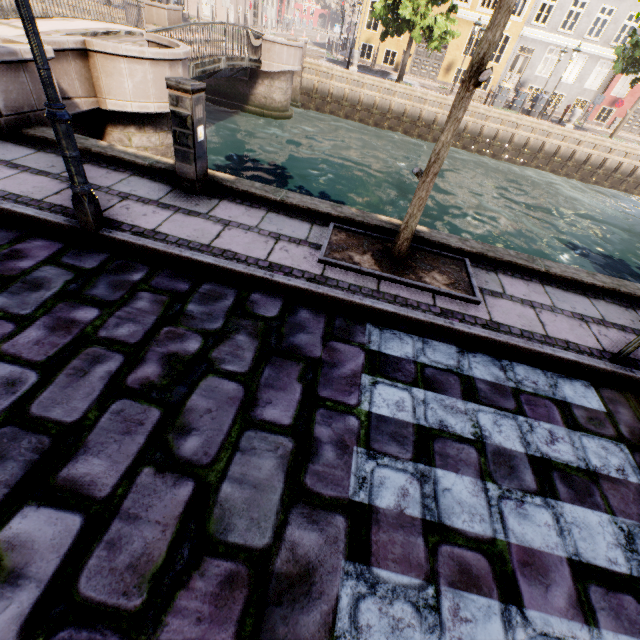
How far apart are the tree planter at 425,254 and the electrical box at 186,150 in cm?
187

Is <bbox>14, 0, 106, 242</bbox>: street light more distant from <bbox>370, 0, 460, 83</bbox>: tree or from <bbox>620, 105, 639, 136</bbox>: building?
<bbox>620, 105, 639, 136</bbox>: building

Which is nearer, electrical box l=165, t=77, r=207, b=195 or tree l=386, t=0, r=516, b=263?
tree l=386, t=0, r=516, b=263

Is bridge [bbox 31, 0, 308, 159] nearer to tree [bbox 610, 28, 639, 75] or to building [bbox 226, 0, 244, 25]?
tree [bbox 610, 28, 639, 75]

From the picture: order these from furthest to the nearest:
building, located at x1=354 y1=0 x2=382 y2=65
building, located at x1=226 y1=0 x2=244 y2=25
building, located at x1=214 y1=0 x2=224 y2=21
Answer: building, located at x1=226 y1=0 x2=244 y2=25
building, located at x1=214 y1=0 x2=224 y2=21
building, located at x1=354 y1=0 x2=382 y2=65

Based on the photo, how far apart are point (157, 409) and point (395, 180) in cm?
1447

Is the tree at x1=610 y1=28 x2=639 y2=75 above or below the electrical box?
above

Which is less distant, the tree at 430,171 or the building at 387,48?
the tree at 430,171
